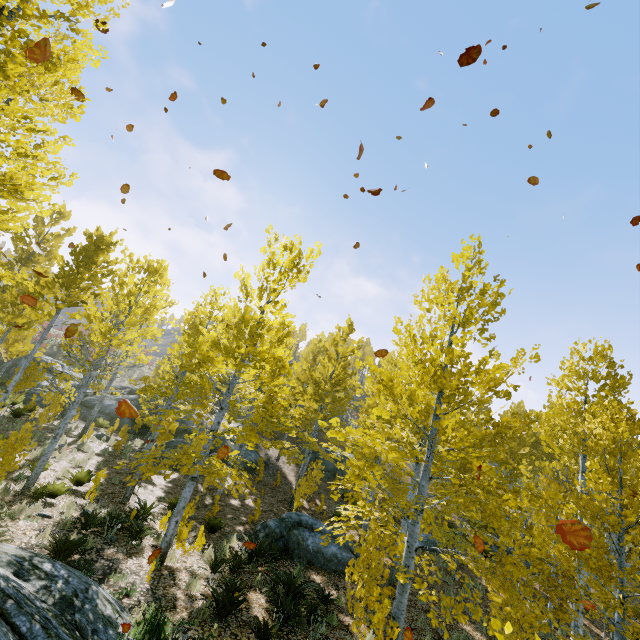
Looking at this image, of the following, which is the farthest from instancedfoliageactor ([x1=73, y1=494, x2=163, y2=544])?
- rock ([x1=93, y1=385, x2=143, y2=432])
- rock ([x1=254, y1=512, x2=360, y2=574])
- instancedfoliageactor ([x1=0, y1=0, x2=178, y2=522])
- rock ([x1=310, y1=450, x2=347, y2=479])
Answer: rock ([x1=310, y1=450, x2=347, y2=479])

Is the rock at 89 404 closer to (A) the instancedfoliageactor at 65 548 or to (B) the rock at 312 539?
(A) the instancedfoliageactor at 65 548

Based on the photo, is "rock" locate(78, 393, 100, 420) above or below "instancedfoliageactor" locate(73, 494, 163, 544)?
above

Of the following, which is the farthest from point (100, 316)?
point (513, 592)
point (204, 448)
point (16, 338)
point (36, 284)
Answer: point (513, 592)

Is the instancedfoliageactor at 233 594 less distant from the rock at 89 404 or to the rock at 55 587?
the rock at 55 587

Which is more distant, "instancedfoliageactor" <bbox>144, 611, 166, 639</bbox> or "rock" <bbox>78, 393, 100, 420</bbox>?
"rock" <bbox>78, 393, 100, 420</bbox>

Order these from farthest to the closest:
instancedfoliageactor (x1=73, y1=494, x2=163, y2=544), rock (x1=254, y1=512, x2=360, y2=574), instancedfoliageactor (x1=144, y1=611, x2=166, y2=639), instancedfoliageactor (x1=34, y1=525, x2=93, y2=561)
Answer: rock (x1=254, y1=512, x2=360, y2=574), instancedfoliageactor (x1=73, y1=494, x2=163, y2=544), instancedfoliageactor (x1=34, y1=525, x2=93, y2=561), instancedfoliageactor (x1=144, y1=611, x2=166, y2=639)

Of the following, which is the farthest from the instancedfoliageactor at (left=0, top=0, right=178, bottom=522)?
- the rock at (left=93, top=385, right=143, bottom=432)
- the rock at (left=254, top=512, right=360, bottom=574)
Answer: the rock at (left=93, top=385, right=143, bottom=432)
